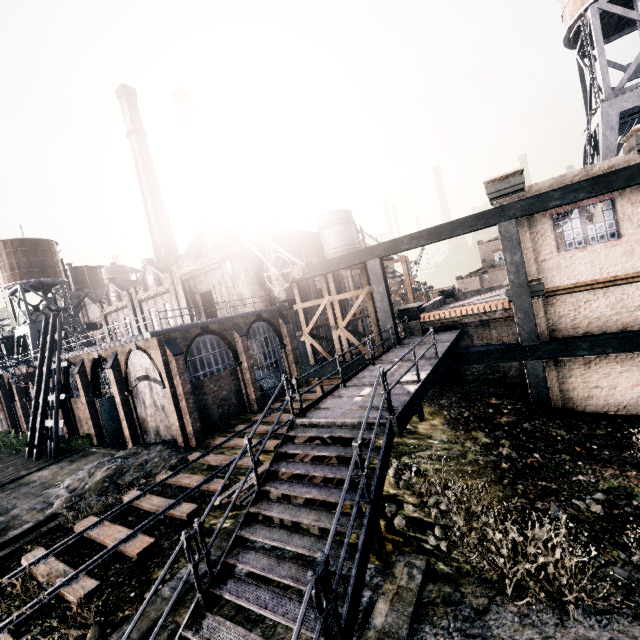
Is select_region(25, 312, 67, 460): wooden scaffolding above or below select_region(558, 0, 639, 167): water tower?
below

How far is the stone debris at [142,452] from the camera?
17.0 meters

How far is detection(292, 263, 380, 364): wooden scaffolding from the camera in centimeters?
1838cm

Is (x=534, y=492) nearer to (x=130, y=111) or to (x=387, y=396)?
(x=387, y=396)

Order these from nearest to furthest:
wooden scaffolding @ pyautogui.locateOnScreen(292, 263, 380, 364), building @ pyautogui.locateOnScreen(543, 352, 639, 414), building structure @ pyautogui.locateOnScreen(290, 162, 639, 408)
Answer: building structure @ pyautogui.locateOnScreen(290, 162, 639, 408), building @ pyautogui.locateOnScreen(543, 352, 639, 414), wooden scaffolding @ pyautogui.locateOnScreen(292, 263, 380, 364)

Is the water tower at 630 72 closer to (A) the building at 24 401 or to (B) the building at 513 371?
(B) the building at 513 371

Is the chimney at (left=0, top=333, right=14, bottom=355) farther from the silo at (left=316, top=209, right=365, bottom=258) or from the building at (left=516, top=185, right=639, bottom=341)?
the building at (left=516, top=185, right=639, bottom=341)

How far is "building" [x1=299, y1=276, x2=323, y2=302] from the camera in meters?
34.4 m
